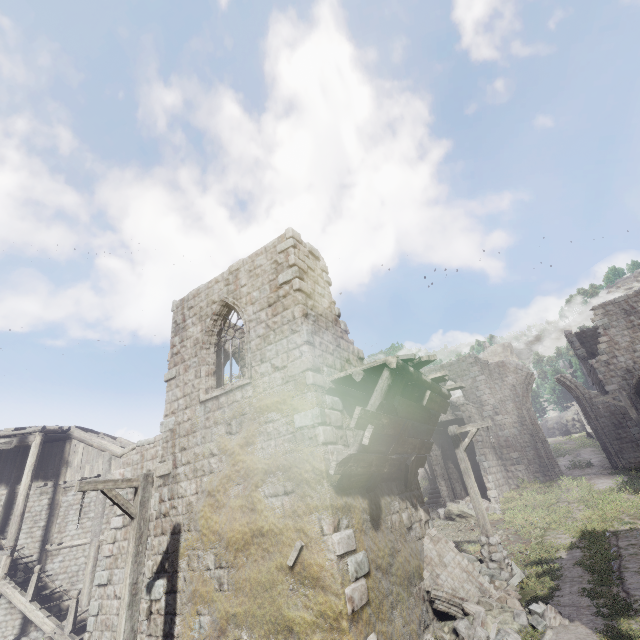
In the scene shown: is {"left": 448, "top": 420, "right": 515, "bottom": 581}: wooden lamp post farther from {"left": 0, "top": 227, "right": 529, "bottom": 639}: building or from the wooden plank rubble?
{"left": 0, "top": 227, "right": 529, "bottom": 639}: building

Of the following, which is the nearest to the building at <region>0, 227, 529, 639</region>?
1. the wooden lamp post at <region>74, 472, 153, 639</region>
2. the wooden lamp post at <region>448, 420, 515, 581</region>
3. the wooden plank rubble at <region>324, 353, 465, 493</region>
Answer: the wooden plank rubble at <region>324, 353, 465, 493</region>

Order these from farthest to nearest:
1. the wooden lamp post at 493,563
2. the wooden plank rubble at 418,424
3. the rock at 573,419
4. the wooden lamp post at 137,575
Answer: the rock at 573,419 < the wooden lamp post at 493,563 < the wooden plank rubble at 418,424 < the wooden lamp post at 137,575

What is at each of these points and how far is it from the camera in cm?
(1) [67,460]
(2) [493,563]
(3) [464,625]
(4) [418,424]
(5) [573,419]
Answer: (1) building, 1838
(2) wooden lamp post, 1011
(3) rubble, 755
(4) wooden plank rubble, 967
(5) rock, 5438

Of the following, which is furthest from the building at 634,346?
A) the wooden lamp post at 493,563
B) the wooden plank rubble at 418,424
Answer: the wooden lamp post at 493,563

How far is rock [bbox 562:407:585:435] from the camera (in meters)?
52.09

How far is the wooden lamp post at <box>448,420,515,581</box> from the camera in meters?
10.0 m

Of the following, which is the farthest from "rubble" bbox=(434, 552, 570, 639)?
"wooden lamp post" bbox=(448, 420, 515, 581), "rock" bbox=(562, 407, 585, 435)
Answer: "rock" bbox=(562, 407, 585, 435)
